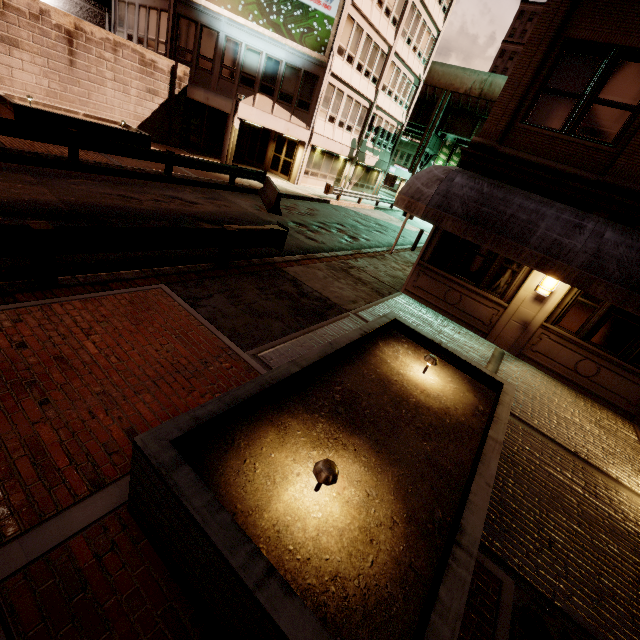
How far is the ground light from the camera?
2.6m

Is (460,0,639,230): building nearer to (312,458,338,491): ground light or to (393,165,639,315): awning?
(393,165,639,315): awning

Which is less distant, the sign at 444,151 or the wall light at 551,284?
the wall light at 551,284

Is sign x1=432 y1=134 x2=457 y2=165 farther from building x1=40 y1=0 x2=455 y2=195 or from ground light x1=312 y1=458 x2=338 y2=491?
ground light x1=312 y1=458 x2=338 y2=491

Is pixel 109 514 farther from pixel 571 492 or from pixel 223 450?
pixel 571 492

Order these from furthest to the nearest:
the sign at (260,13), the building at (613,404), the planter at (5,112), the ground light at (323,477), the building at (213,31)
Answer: the building at (213,31)
the sign at (260,13)
the planter at (5,112)
the building at (613,404)
the ground light at (323,477)

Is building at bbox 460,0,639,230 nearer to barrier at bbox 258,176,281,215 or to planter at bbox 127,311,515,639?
planter at bbox 127,311,515,639

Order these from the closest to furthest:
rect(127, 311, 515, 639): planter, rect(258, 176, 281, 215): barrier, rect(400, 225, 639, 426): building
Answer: rect(127, 311, 515, 639): planter
rect(400, 225, 639, 426): building
rect(258, 176, 281, 215): barrier
